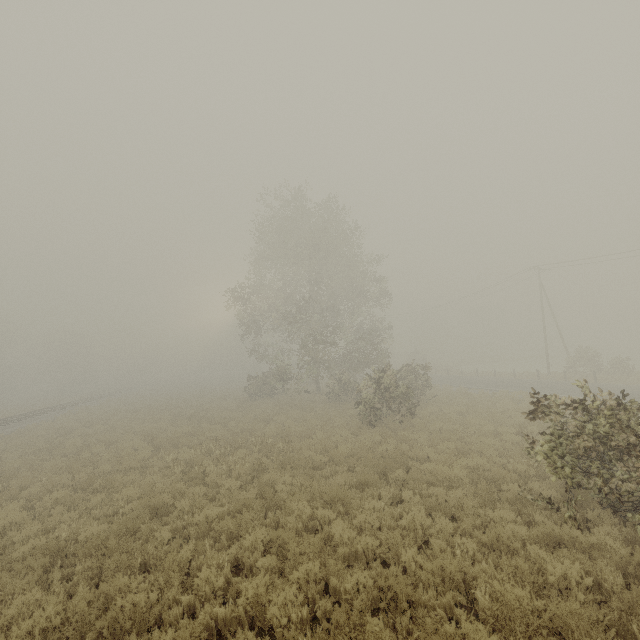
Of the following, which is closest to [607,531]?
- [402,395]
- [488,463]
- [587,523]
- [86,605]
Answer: [587,523]
